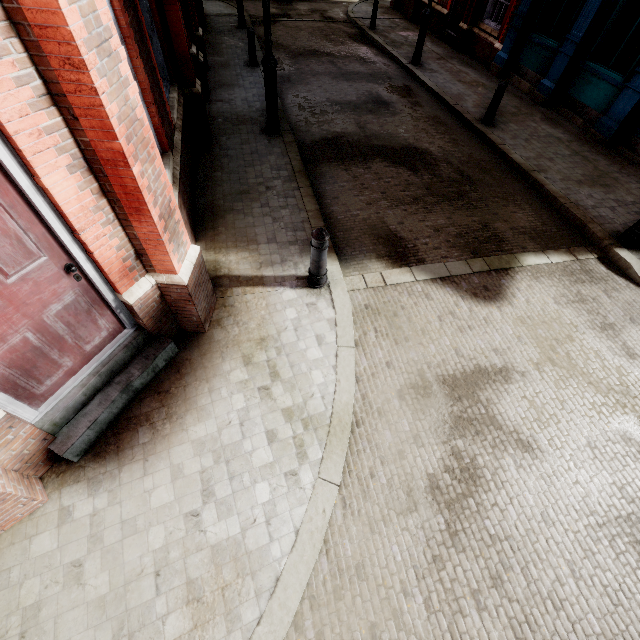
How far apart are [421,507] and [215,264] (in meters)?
4.22

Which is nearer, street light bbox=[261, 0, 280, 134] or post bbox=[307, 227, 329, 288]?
post bbox=[307, 227, 329, 288]

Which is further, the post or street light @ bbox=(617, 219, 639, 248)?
street light @ bbox=(617, 219, 639, 248)

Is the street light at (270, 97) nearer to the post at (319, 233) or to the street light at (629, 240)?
the post at (319, 233)

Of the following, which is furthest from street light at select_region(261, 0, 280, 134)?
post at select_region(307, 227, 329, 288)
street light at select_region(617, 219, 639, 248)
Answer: street light at select_region(617, 219, 639, 248)

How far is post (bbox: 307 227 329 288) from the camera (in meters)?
4.09

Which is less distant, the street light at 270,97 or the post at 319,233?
the post at 319,233
